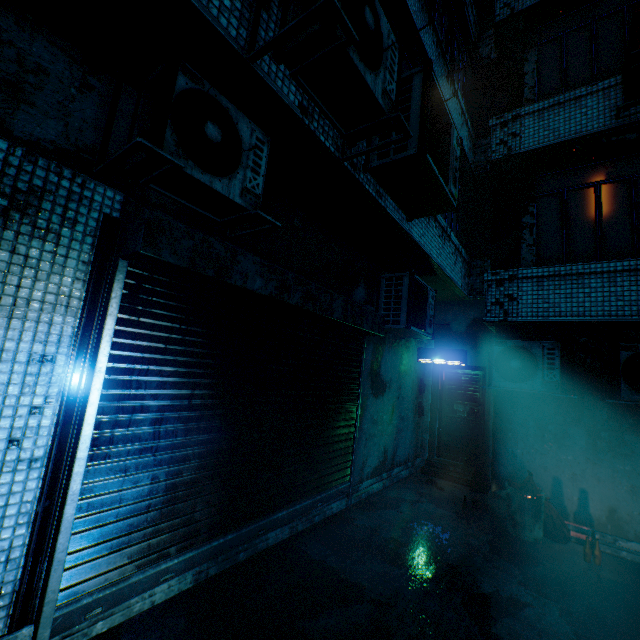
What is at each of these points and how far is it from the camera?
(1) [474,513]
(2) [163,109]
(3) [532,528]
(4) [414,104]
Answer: (1) teddy bear, 4.6 meters
(2) air conditioner, 1.9 meters
(3) trash can, 4.2 meters
(4) air conditioner, 2.9 meters

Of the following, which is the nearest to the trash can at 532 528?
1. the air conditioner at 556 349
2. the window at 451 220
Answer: the air conditioner at 556 349

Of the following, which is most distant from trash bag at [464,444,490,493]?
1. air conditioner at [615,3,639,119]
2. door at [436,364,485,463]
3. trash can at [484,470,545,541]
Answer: air conditioner at [615,3,639,119]

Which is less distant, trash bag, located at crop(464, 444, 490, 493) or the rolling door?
the rolling door

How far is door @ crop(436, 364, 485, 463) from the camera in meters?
6.9

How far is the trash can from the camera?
4.2m

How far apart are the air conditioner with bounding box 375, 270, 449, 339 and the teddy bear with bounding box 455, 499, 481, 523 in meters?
2.5

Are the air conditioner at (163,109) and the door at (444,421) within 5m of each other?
no
